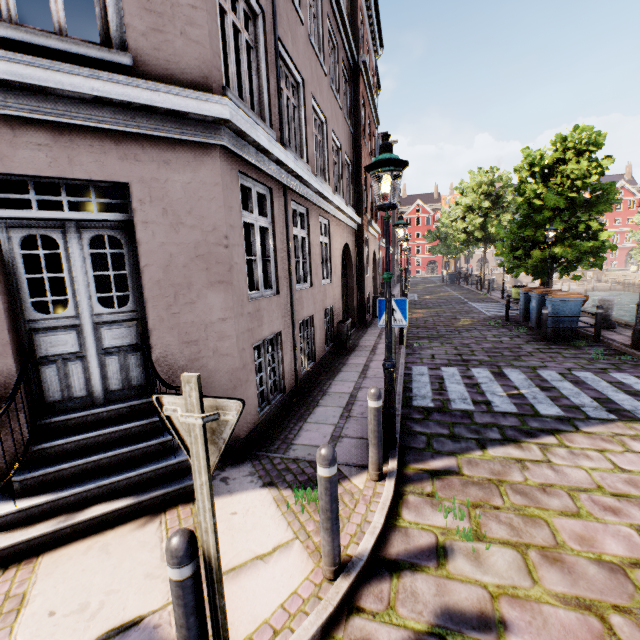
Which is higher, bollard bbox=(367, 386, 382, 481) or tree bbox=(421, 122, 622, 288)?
tree bbox=(421, 122, 622, 288)

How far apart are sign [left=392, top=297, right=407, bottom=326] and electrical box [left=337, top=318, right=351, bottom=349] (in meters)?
4.10

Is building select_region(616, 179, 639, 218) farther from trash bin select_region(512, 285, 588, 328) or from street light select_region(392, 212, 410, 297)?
trash bin select_region(512, 285, 588, 328)

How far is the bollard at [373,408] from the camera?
3.6 meters

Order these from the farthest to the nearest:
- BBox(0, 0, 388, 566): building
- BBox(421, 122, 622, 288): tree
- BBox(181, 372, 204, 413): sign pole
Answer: BBox(421, 122, 622, 288): tree, BBox(0, 0, 388, 566): building, BBox(181, 372, 204, 413): sign pole

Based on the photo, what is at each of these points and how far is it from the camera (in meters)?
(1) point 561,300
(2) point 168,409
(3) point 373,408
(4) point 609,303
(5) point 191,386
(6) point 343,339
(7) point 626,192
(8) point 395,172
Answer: (1) trash bin, 9.92
(2) sign, 1.68
(3) bollard, 3.58
(4) pillar, 10.78
(5) sign pole, 1.56
(6) electrical box, 9.76
(7) building, 59.69
(8) street light, 3.70

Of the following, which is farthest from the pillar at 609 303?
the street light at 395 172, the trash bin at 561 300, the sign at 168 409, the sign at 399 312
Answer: the sign at 168 409

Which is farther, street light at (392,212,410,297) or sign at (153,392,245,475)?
street light at (392,212,410,297)
